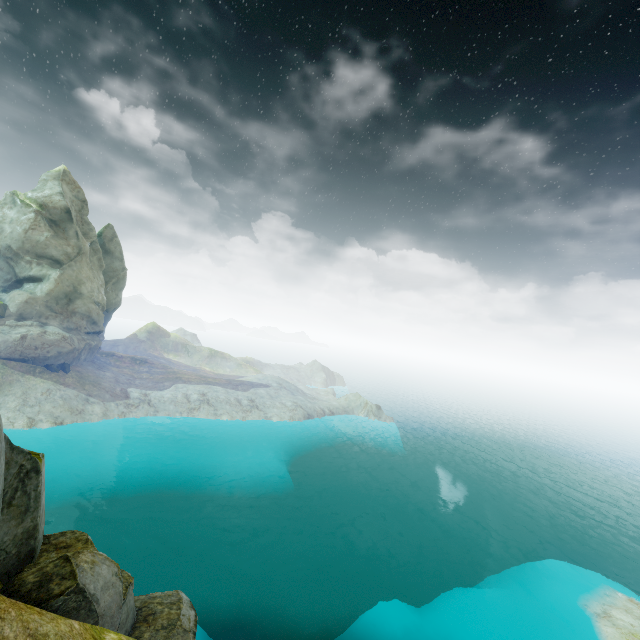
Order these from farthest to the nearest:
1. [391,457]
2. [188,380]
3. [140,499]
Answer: [391,457]
[188,380]
[140,499]
